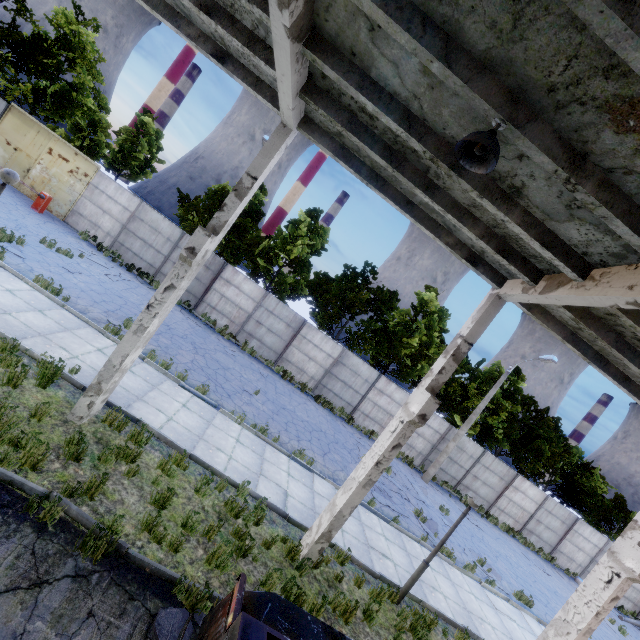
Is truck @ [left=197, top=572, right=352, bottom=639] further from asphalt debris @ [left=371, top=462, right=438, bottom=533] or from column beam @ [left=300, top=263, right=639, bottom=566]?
asphalt debris @ [left=371, top=462, right=438, bottom=533]

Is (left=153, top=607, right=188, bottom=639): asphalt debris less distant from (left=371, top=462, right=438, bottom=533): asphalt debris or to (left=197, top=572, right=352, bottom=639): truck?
(left=197, top=572, right=352, bottom=639): truck

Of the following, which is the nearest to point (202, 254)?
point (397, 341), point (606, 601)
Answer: point (606, 601)

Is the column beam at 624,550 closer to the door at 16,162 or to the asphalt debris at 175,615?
the asphalt debris at 175,615

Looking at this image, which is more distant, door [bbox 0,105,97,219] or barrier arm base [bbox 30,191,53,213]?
door [bbox 0,105,97,219]

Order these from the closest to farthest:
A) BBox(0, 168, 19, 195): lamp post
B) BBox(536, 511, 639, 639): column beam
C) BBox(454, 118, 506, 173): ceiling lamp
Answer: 1. BBox(454, 118, 506, 173): ceiling lamp
2. BBox(0, 168, 19, 195): lamp post
3. BBox(536, 511, 639, 639): column beam

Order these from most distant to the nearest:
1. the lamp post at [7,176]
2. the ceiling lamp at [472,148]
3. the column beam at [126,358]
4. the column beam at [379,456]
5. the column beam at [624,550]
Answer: the column beam at [624,550] < the lamp post at [7,176] < the column beam at [379,456] < the column beam at [126,358] < the ceiling lamp at [472,148]

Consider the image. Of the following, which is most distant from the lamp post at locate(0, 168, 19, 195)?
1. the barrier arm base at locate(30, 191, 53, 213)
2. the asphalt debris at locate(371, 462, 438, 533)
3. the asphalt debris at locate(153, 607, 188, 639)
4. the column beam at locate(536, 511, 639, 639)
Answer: the column beam at locate(536, 511, 639, 639)
